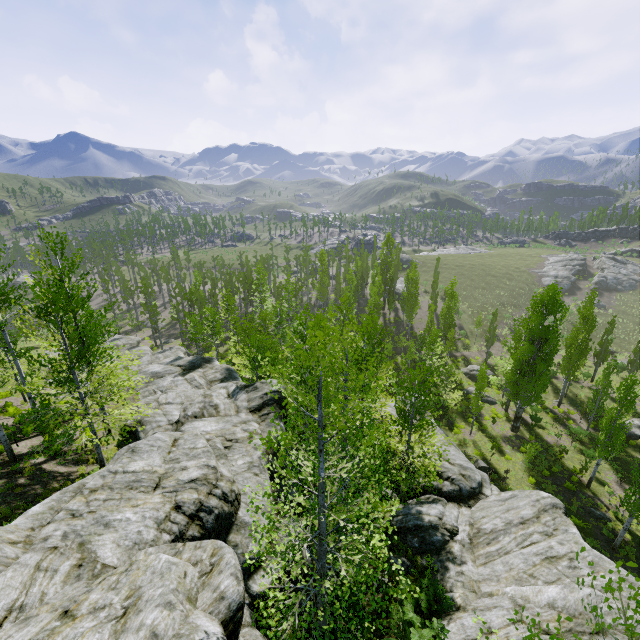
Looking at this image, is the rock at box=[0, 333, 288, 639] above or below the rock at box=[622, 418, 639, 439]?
above

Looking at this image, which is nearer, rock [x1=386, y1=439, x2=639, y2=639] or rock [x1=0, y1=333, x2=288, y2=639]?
rock [x1=0, y1=333, x2=288, y2=639]

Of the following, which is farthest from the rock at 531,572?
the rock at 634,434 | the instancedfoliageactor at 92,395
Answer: the rock at 634,434

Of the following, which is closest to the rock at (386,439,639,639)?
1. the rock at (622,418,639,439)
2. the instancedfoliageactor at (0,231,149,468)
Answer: the instancedfoliageactor at (0,231,149,468)

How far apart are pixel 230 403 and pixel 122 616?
12.6 meters

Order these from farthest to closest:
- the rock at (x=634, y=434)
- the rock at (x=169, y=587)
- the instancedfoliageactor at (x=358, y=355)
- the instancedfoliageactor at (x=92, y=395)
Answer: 1. the rock at (x=634, y=434)
2. the instancedfoliageactor at (x=92, y=395)
3. the instancedfoliageactor at (x=358, y=355)
4. the rock at (x=169, y=587)

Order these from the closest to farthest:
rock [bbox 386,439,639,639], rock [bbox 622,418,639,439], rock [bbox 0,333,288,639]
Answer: rock [bbox 0,333,288,639]
rock [bbox 386,439,639,639]
rock [bbox 622,418,639,439]
